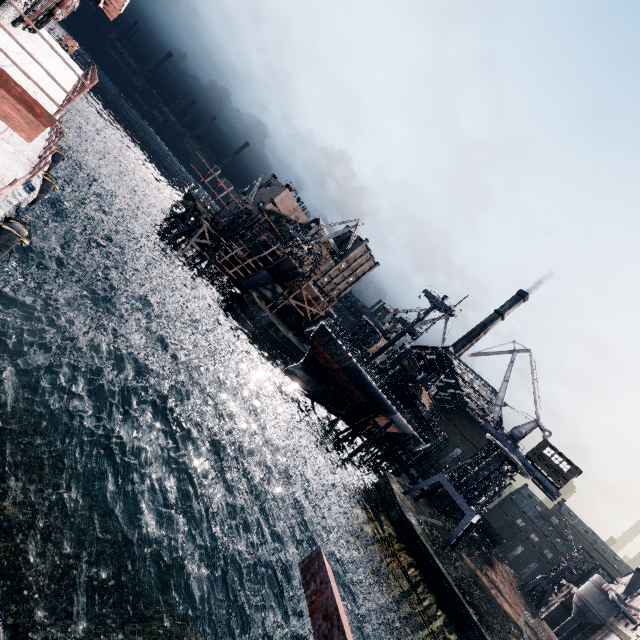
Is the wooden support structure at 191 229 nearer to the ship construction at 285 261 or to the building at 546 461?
the ship construction at 285 261

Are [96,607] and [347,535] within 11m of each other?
no

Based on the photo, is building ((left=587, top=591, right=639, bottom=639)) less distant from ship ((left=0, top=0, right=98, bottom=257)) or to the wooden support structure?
the wooden support structure

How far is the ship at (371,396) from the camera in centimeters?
3938cm

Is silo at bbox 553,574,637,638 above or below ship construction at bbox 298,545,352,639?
above

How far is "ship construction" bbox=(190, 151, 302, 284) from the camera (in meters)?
49.75

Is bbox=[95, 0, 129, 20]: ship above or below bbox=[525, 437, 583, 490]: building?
below

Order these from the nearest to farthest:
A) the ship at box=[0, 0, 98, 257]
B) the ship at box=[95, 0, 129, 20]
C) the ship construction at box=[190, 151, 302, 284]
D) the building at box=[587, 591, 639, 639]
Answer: the ship at box=[0, 0, 98, 257], the ship at box=[95, 0, 129, 20], the building at box=[587, 591, 639, 639], the ship construction at box=[190, 151, 302, 284]
